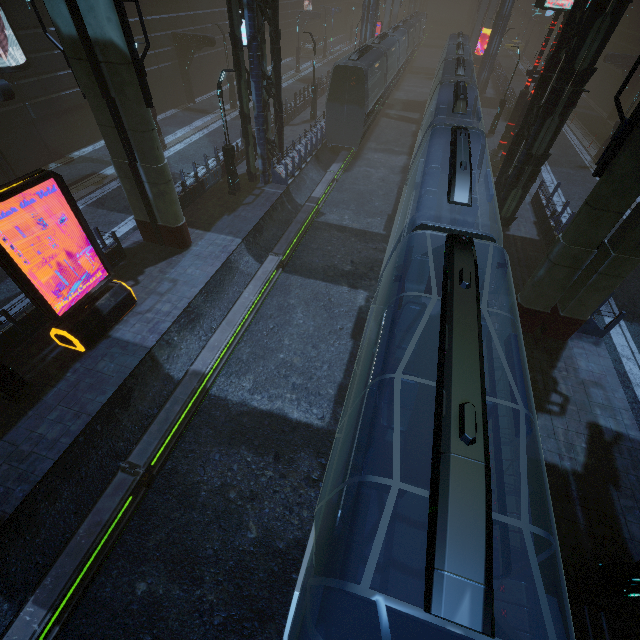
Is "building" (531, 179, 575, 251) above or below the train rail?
above

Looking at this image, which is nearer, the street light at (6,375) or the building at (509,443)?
the building at (509,443)

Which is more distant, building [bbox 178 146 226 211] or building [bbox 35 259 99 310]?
building [bbox 178 146 226 211]

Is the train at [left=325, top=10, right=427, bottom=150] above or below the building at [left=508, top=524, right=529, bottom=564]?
above

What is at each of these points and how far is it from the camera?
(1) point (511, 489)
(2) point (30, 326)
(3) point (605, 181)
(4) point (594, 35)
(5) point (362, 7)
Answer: (1) building, 7.4 meters
(2) building, 10.6 meters
(3) sm, 8.0 meters
(4) building, 12.0 meters
(5) building, 34.3 meters

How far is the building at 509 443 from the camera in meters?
7.9

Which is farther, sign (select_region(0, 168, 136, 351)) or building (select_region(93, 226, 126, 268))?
building (select_region(93, 226, 126, 268))

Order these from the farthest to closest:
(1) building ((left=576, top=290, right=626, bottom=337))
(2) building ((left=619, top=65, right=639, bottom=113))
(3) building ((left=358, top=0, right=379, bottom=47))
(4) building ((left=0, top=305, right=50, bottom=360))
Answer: (3) building ((left=358, top=0, right=379, bottom=47)) < (2) building ((left=619, top=65, right=639, bottom=113)) < (1) building ((left=576, top=290, right=626, bottom=337)) < (4) building ((left=0, top=305, right=50, bottom=360))
